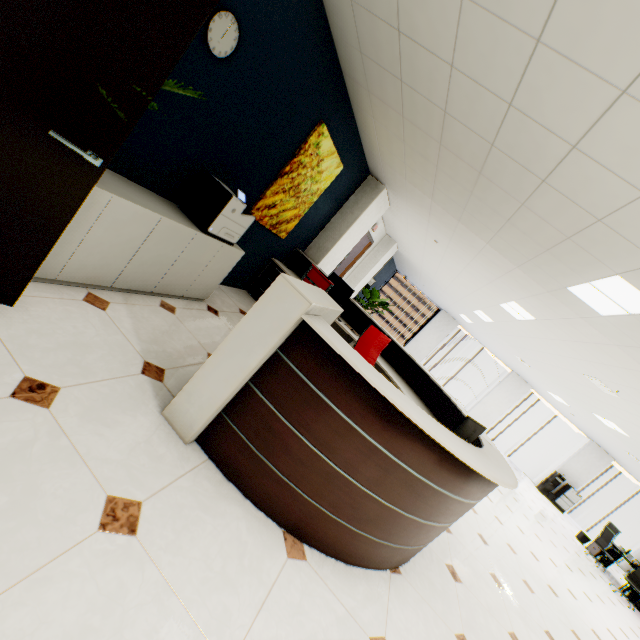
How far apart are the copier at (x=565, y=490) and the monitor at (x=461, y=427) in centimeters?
1464cm

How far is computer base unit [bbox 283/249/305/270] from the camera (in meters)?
5.83

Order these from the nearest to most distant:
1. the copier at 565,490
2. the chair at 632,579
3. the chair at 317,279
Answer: the chair at 317,279, the chair at 632,579, the copier at 565,490

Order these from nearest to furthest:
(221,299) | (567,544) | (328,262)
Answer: (221,299)
(328,262)
(567,544)

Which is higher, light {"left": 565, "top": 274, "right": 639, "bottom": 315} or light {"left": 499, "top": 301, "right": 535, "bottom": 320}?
light {"left": 499, "top": 301, "right": 535, "bottom": 320}

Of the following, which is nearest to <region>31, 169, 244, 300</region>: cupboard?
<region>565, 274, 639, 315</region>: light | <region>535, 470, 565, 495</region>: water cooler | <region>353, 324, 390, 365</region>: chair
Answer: <region>353, 324, 390, 365</region>: chair

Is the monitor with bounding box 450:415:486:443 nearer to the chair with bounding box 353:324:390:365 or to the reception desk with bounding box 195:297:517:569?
the reception desk with bounding box 195:297:517:569

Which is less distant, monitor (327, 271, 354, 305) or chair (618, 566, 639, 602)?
monitor (327, 271, 354, 305)
